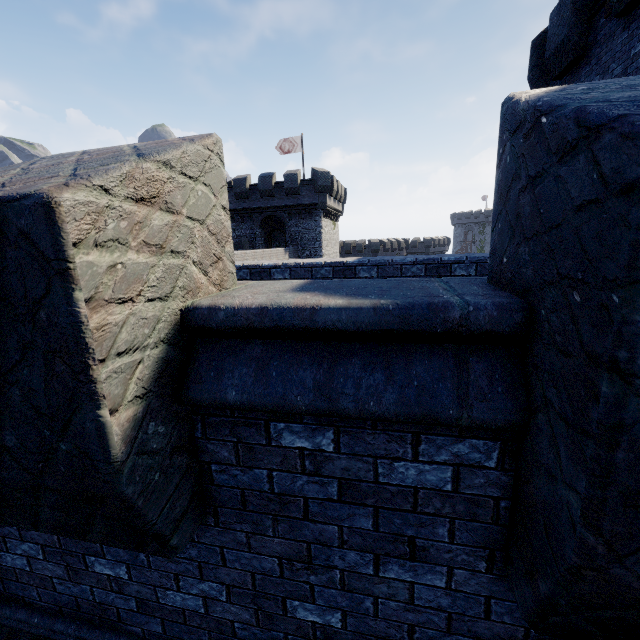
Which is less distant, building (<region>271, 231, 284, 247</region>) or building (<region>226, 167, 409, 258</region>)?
building (<region>226, 167, 409, 258</region>)

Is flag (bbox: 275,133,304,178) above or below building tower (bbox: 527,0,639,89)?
above

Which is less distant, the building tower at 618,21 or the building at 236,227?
the building tower at 618,21

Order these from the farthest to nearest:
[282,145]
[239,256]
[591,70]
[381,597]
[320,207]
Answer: [282,145] → [320,207] → [239,256] → [591,70] → [381,597]

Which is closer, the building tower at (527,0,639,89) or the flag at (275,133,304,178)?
the building tower at (527,0,639,89)

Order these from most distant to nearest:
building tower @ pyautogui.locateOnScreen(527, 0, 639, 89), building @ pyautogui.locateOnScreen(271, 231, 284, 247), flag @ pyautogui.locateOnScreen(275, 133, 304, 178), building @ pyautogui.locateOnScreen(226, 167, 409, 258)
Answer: building @ pyautogui.locateOnScreen(271, 231, 284, 247) → flag @ pyautogui.locateOnScreen(275, 133, 304, 178) → building @ pyautogui.locateOnScreen(226, 167, 409, 258) → building tower @ pyautogui.locateOnScreen(527, 0, 639, 89)

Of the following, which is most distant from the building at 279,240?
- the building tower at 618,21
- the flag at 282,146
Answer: the building tower at 618,21

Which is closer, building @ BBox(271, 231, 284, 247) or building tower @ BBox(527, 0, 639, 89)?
building tower @ BBox(527, 0, 639, 89)
